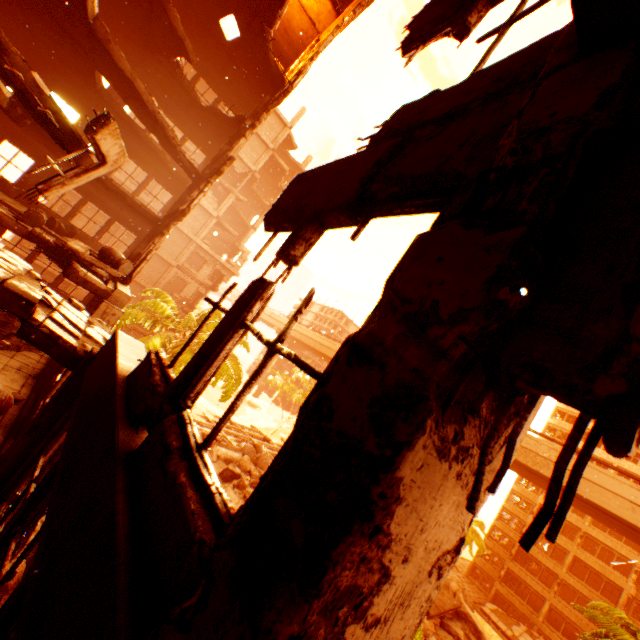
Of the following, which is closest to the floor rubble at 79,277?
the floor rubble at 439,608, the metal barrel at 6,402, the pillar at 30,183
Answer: the metal barrel at 6,402

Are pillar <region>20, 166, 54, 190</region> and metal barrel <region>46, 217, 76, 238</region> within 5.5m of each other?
yes

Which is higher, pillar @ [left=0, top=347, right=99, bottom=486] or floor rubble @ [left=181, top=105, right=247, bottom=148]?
floor rubble @ [left=181, top=105, right=247, bottom=148]

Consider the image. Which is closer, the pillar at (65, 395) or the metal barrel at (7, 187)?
the pillar at (65, 395)

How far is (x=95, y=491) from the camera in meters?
1.9 m

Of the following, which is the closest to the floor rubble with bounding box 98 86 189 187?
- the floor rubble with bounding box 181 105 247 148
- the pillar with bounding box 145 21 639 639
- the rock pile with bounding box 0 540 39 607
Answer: the floor rubble with bounding box 181 105 247 148

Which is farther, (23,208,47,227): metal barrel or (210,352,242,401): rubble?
(210,352,242,401): rubble

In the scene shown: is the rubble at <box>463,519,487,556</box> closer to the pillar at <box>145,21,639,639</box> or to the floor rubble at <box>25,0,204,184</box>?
the floor rubble at <box>25,0,204,184</box>
